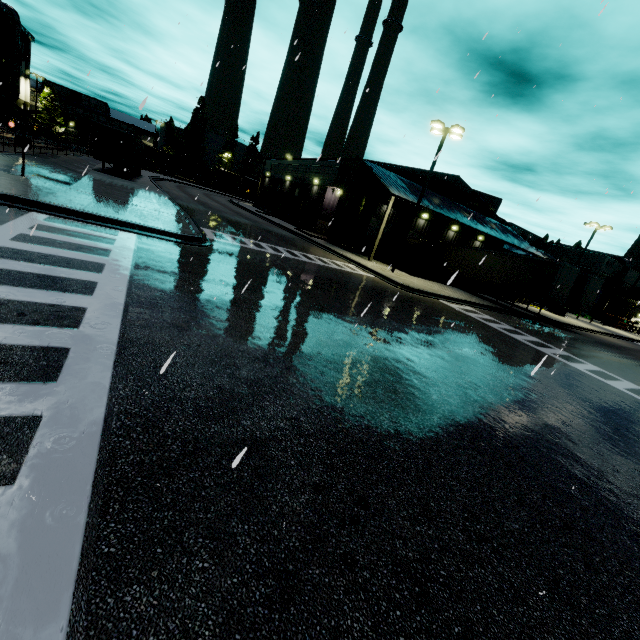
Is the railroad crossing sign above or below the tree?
below

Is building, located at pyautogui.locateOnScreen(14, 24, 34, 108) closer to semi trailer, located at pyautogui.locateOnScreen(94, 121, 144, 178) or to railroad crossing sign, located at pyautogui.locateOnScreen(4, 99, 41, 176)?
semi trailer, located at pyautogui.locateOnScreen(94, 121, 144, 178)

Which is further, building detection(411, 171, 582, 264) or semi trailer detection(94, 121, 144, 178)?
building detection(411, 171, 582, 264)

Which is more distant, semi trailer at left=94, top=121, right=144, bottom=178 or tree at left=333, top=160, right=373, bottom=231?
tree at left=333, top=160, right=373, bottom=231

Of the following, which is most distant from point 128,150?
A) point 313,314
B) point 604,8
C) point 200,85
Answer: point 604,8

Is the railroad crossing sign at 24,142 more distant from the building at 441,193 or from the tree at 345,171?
the tree at 345,171

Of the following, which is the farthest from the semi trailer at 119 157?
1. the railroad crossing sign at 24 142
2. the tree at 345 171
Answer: the railroad crossing sign at 24 142

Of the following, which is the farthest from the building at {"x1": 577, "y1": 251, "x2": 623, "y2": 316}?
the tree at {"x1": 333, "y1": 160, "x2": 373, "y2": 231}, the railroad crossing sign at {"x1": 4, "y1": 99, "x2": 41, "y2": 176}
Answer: the railroad crossing sign at {"x1": 4, "y1": 99, "x2": 41, "y2": 176}
